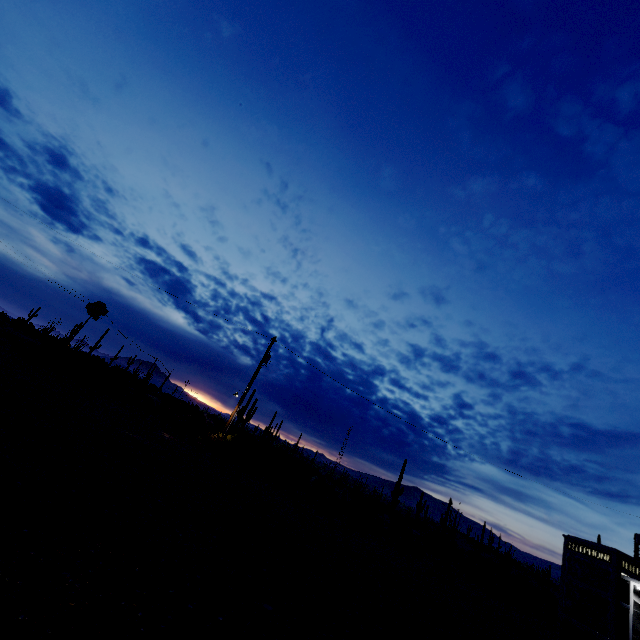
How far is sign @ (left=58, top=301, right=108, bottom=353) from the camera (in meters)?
20.85

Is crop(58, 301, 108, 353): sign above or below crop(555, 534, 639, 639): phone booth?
above

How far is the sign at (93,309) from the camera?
20.85m

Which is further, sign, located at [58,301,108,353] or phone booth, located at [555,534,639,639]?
sign, located at [58,301,108,353]

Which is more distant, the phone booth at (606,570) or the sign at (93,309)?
the sign at (93,309)

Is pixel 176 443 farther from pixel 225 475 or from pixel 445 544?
pixel 445 544
